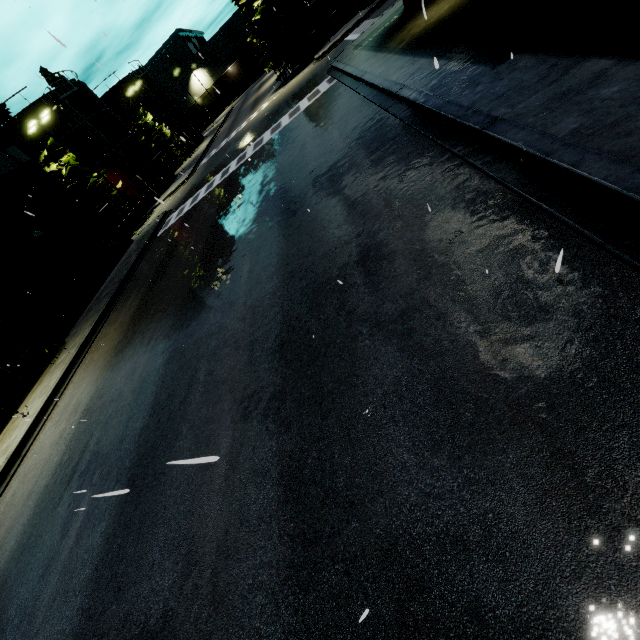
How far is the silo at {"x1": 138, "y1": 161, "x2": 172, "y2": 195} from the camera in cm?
3609

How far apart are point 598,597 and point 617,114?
4.9 meters

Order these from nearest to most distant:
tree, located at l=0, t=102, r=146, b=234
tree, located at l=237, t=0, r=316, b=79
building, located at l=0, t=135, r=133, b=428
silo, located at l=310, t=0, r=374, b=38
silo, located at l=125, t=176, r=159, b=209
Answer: building, located at l=0, t=135, r=133, b=428
tree, located at l=0, t=102, r=146, b=234
tree, located at l=237, t=0, r=316, b=79
silo, located at l=310, t=0, r=374, b=38
silo, located at l=125, t=176, r=159, b=209

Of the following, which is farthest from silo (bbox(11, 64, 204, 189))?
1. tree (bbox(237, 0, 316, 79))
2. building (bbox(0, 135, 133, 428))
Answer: tree (bbox(237, 0, 316, 79))

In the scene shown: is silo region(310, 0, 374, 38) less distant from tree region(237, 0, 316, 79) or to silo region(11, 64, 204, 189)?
tree region(237, 0, 316, 79)

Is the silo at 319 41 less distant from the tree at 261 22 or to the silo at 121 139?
the tree at 261 22

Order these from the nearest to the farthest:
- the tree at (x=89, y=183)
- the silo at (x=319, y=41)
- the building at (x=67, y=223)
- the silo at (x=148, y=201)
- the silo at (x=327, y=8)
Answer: the building at (x=67, y=223) → the tree at (x=89, y=183) → the silo at (x=327, y=8) → the silo at (x=319, y=41) → the silo at (x=148, y=201)

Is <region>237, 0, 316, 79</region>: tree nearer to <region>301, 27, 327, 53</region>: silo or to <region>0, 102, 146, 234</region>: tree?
<region>301, 27, 327, 53</region>: silo
